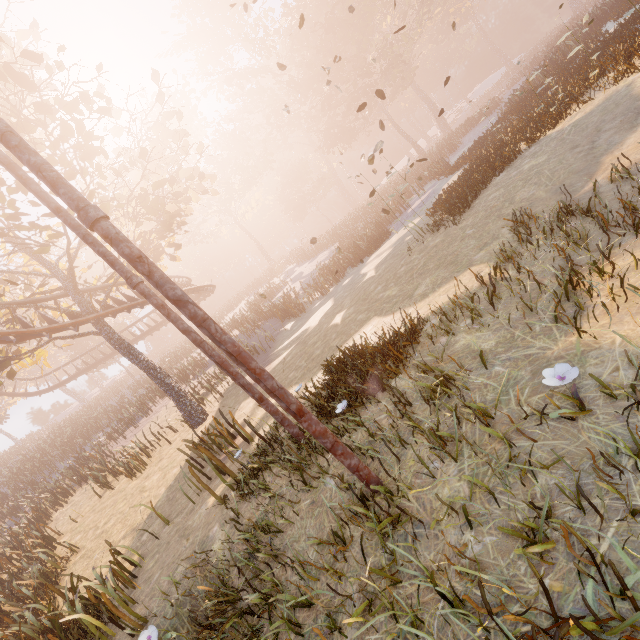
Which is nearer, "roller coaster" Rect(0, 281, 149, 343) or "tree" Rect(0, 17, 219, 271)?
"tree" Rect(0, 17, 219, 271)

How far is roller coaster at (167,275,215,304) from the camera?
21.83m

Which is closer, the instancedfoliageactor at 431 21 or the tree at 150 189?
the tree at 150 189

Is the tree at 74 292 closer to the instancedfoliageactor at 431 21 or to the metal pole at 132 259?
the metal pole at 132 259

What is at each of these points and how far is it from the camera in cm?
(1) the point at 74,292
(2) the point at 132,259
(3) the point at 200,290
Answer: (1) tree, 1397
(2) metal pole, 287
(3) roller coaster, 2367

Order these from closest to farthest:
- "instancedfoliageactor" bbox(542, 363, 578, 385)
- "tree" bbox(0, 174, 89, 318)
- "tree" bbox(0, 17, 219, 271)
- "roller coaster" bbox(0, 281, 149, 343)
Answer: "instancedfoliageactor" bbox(542, 363, 578, 385)
"tree" bbox(0, 17, 219, 271)
"tree" bbox(0, 174, 89, 318)
"roller coaster" bbox(0, 281, 149, 343)

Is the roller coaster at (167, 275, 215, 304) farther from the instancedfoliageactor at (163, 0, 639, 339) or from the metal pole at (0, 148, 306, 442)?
the instancedfoliageactor at (163, 0, 639, 339)

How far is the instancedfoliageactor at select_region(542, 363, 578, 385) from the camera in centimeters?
237cm
